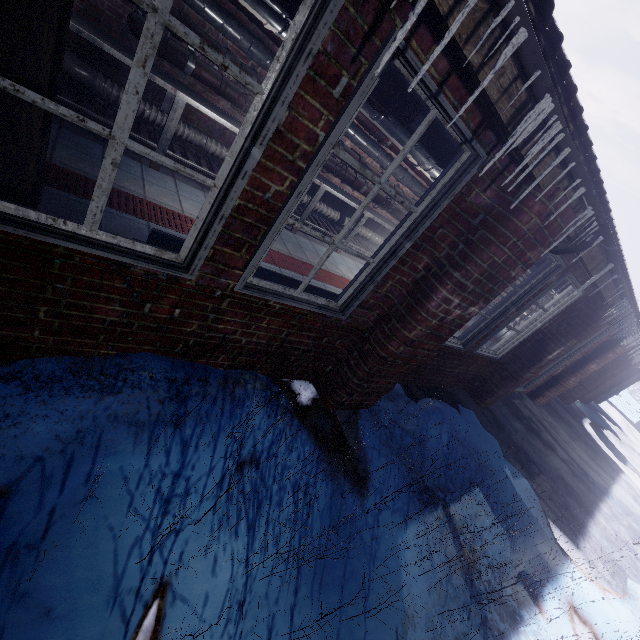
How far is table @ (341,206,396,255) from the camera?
5.3 meters

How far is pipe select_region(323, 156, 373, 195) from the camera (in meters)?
4.82

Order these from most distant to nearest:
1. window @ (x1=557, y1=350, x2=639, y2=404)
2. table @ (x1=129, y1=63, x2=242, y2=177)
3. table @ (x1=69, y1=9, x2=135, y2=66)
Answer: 1. window @ (x1=557, y1=350, x2=639, y2=404)
2. table @ (x1=129, y1=63, x2=242, y2=177)
3. table @ (x1=69, y1=9, x2=135, y2=66)

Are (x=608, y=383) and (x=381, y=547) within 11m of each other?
no

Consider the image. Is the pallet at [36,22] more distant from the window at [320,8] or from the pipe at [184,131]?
the pipe at [184,131]

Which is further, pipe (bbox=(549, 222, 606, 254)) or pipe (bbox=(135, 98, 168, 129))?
pipe (bbox=(135, 98, 168, 129))

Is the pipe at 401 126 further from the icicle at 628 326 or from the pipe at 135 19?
the icicle at 628 326
